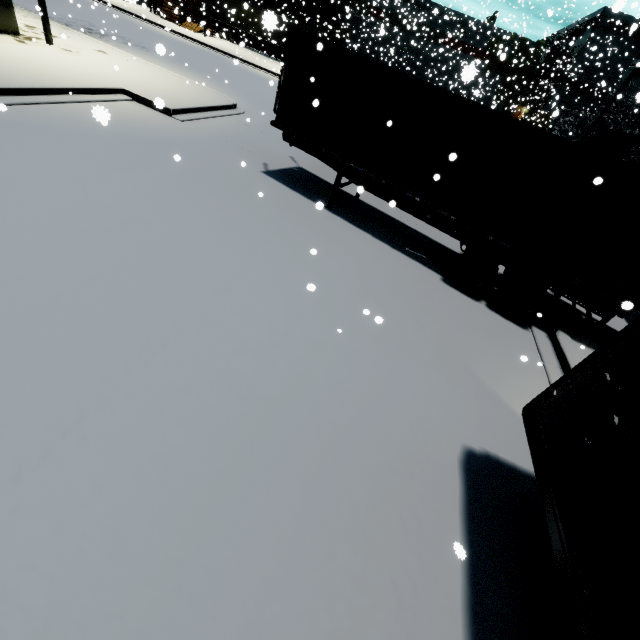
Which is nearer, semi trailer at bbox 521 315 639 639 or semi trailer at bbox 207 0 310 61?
semi trailer at bbox 521 315 639 639

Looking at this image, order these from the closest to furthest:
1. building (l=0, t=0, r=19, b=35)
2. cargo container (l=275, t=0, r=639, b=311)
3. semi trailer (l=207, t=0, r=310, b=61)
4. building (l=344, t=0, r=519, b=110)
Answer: cargo container (l=275, t=0, r=639, b=311), building (l=0, t=0, r=19, b=35), semi trailer (l=207, t=0, r=310, b=61), building (l=344, t=0, r=519, b=110)

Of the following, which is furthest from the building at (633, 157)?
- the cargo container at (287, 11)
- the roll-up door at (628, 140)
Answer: the cargo container at (287, 11)

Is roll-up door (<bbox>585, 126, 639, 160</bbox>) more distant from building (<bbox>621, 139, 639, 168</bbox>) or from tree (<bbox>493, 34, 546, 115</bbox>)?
tree (<bbox>493, 34, 546, 115</bbox>)

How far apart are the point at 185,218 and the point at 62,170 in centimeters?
280cm

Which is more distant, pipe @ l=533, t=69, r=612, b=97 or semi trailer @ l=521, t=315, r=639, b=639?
pipe @ l=533, t=69, r=612, b=97

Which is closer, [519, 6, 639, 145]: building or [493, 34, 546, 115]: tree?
[519, 6, 639, 145]: building

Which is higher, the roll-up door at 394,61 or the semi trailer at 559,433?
the roll-up door at 394,61
